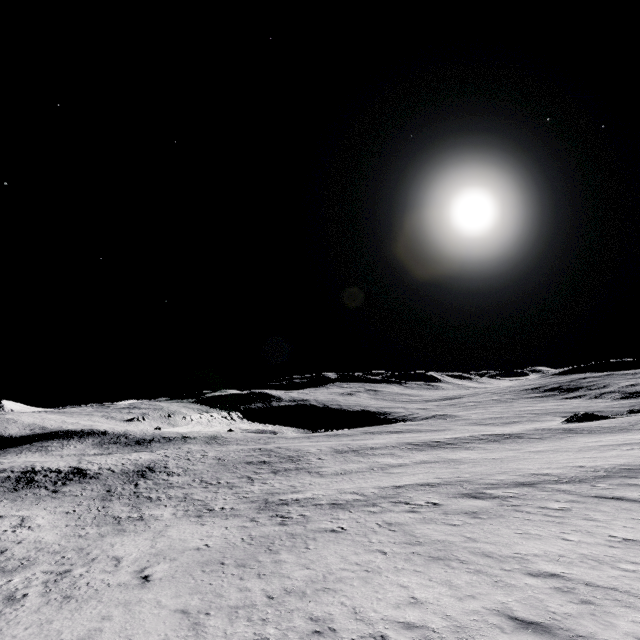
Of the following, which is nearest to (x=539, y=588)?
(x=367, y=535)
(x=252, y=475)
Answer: (x=367, y=535)
